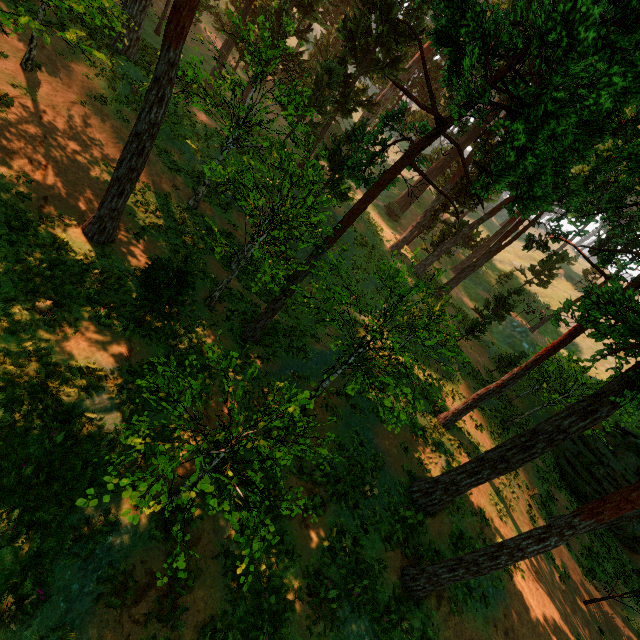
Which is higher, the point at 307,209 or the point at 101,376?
the point at 307,209

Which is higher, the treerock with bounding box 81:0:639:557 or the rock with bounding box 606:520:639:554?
the treerock with bounding box 81:0:639:557

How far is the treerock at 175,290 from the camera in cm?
968

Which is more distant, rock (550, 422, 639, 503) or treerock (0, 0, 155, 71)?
rock (550, 422, 639, 503)

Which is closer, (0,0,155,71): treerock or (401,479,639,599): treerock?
(401,479,639,599): treerock

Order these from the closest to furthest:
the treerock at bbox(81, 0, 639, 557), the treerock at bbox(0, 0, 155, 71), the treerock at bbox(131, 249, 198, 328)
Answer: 1. the treerock at bbox(81, 0, 639, 557)
2. the treerock at bbox(0, 0, 155, 71)
3. the treerock at bbox(131, 249, 198, 328)

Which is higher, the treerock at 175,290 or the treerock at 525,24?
the treerock at 525,24

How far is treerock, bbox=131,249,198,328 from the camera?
9.7 meters
